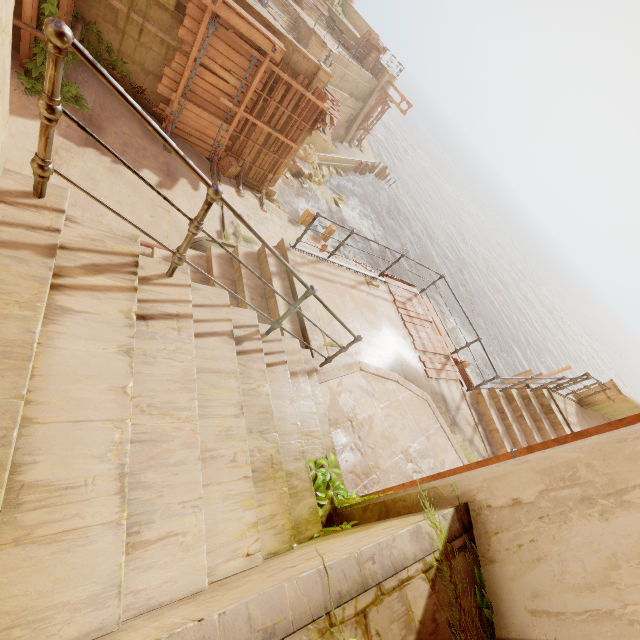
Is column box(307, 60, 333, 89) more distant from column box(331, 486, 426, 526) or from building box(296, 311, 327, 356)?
column box(331, 486, 426, 526)

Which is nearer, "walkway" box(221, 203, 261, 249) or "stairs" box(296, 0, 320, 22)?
"walkway" box(221, 203, 261, 249)

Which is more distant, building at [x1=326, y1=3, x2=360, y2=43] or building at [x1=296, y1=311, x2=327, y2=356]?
building at [x1=326, y1=3, x2=360, y2=43]

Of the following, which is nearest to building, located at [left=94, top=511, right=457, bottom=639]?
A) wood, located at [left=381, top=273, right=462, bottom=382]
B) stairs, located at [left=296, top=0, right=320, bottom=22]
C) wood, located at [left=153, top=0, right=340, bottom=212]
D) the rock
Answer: wood, located at [left=381, top=273, right=462, bottom=382]

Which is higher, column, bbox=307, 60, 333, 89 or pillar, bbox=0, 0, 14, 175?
pillar, bbox=0, 0, 14, 175

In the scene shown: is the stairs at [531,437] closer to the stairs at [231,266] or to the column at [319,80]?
the stairs at [231,266]

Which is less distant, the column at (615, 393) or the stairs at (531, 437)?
the stairs at (531, 437)

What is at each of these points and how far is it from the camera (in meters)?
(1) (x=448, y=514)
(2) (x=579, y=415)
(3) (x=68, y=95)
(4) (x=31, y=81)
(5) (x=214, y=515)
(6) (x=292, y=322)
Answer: (1) building, 2.22
(2) building, 10.02
(3) plant, 8.91
(4) plant, 8.20
(5) stairs, 2.19
(6) stairs, 6.04
